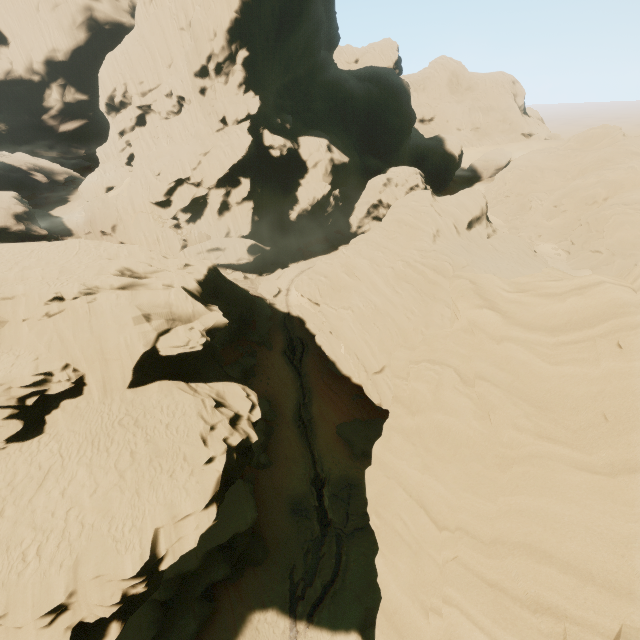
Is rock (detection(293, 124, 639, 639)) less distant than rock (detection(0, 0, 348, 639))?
Yes

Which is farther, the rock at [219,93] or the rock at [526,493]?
the rock at [219,93]

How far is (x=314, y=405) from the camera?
36.2m
